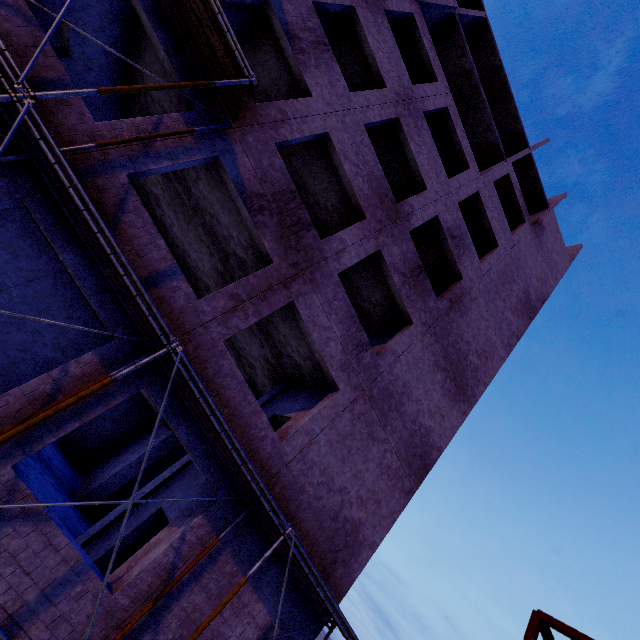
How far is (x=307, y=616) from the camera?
7.80m

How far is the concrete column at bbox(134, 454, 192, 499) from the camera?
9.5 meters

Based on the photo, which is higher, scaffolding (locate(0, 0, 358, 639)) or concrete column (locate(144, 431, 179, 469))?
scaffolding (locate(0, 0, 358, 639))

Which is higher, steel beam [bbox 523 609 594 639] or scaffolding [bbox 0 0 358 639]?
steel beam [bbox 523 609 594 639]

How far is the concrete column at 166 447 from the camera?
13.05m

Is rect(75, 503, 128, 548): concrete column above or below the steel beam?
below

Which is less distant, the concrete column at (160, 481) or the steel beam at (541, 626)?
the concrete column at (160, 481)
